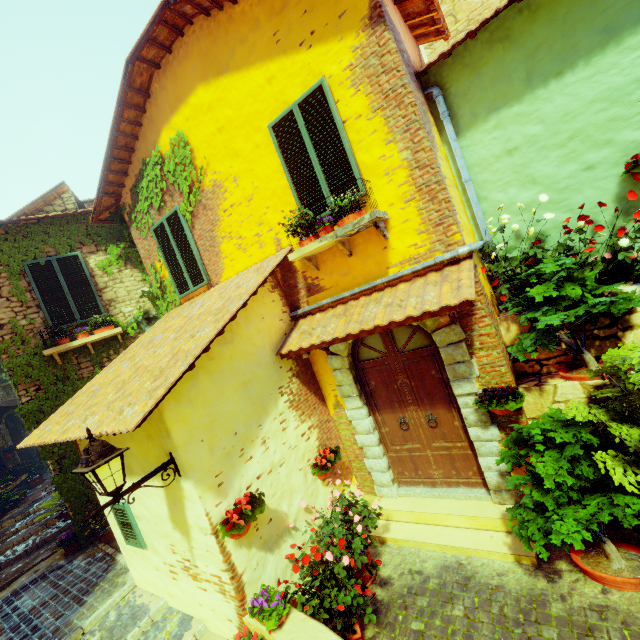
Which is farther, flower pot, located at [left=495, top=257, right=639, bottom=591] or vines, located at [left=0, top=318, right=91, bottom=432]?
vines, located at [left=0, top=318, right=91, bottom=432]

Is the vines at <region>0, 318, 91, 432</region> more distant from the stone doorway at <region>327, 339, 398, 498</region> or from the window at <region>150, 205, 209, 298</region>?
the stone doorway at <region>327, 339, 398, 498</region>

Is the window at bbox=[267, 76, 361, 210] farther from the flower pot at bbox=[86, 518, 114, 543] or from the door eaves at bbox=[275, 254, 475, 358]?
the flower pot at bbox=[86, 518, 114, 543]

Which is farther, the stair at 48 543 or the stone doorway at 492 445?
the stair at 48 543

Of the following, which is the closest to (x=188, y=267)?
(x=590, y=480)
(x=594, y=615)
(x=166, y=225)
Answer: (x=166, y=225)

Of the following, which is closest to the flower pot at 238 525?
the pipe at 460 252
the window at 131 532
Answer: the window at 131 532

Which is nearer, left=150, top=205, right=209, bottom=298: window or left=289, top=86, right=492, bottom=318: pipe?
left=289, top=86, right=492, bottom=318: pipe

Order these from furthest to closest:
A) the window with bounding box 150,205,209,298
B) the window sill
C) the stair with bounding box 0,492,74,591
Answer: the stair with bounding box 0,492,74,591
the window with bounding box 150,205,209,298
the window sill
